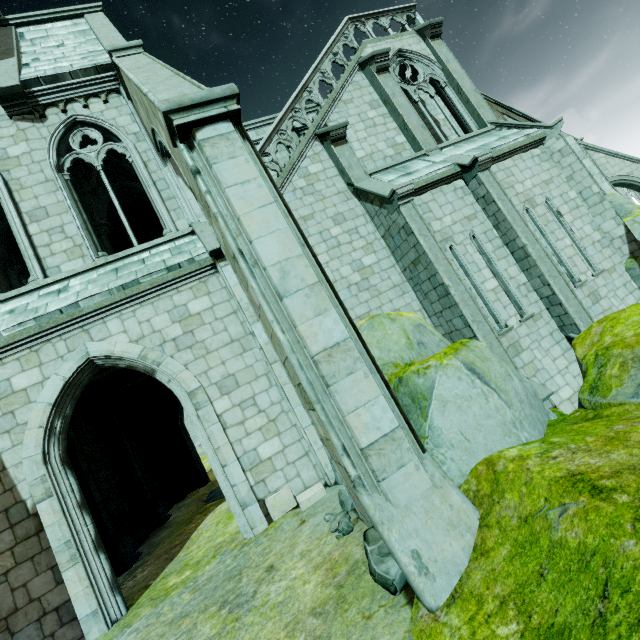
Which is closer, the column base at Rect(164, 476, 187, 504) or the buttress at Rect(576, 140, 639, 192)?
the column base at Rect(164, 476, 187, 504)

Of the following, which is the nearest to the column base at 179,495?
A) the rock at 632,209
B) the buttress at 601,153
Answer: the rock at 632,209

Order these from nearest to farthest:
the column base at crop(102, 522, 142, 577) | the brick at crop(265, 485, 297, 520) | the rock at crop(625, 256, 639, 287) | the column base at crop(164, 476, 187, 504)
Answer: the brick at crop(265, 485, 297, 520)
the column base at crop(102, 522, 142, 577)
the rock at crop(625, 256, 639, 287)
the column base at crop(164, 476, 187, 504)

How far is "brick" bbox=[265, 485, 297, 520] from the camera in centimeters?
670cm

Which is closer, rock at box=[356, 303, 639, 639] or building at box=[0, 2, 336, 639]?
rock at box=[356, 303, 639, 639]

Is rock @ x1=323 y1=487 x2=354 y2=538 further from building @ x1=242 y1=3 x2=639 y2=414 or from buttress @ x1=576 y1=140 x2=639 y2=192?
buttress @ x1=576 y1=140 x2=639 y2=192

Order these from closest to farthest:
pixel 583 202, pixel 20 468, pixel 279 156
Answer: pixel 20 468, pixel 583 202, pixel 279 156

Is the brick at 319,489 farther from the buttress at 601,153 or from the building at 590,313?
the buttress at 601,153
